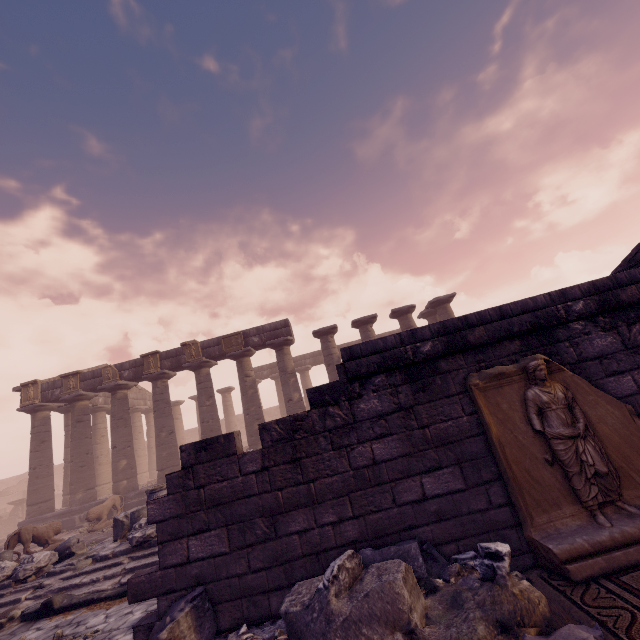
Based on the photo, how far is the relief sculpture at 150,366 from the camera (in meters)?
16.82

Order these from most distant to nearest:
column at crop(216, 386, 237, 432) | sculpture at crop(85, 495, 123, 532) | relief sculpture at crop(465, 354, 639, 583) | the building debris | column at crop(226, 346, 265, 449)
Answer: column at crop(216, 386, 237, 432) < column at crop(226, 346, 265, 449) < sculpture at crop(85, 495, 123, 532) < the building debris < relief sculpture at crop(465, 354, 639, 583)

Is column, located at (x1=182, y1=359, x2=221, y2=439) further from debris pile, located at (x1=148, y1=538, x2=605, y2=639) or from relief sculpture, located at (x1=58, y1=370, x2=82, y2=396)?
debris pile, located at (x1=148, y1=538, x2=605, y2=639)

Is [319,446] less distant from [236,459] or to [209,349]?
[236,459]

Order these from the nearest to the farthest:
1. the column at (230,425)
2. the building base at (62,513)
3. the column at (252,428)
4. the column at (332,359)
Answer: the building base at (62,513), the column at (252,428), the column at (332,359), the column at (230,425)

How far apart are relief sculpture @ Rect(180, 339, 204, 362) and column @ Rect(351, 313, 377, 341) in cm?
801

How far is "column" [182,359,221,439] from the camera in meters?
16.2 m

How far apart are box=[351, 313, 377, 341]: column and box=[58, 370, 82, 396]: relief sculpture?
14.7m
